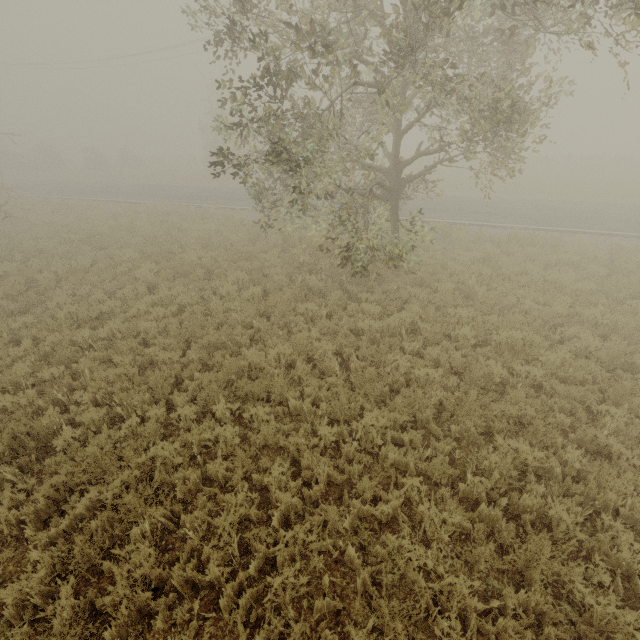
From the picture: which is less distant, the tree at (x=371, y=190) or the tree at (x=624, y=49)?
the tree at (x=624, y=49)

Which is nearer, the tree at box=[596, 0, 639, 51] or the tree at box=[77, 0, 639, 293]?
the tree at box=[596, 0, 639, 51]

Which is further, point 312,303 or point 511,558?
point 312,303
